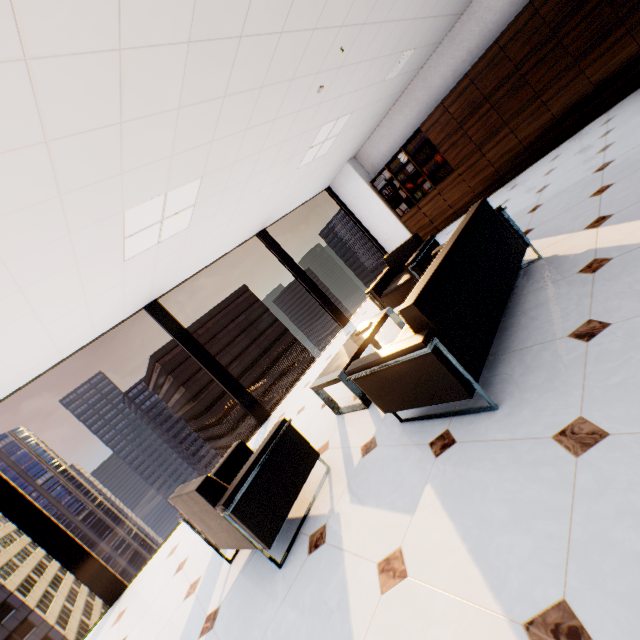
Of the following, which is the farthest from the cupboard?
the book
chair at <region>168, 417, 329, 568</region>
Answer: chair at <region>168, 417, 329, 568</region>

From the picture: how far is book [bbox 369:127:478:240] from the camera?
7.3m

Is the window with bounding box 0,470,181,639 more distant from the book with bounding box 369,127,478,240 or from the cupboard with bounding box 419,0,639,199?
the cupboard with bounding box 419,0,639,199

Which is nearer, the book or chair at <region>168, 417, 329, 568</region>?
chair at <region>168, 417, 329, 568</region>

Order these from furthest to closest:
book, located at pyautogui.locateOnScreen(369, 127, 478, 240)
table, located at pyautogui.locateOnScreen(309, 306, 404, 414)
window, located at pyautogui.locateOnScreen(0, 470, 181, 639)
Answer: book, located at pyautogui.locateOnScreen(369, 127, 478, 240) < window, located at pyautogui.locateOnScreen(0, 470, 181, 639) < table, located at pyautogui.locateOnScreen(309, 306, 404, 414)

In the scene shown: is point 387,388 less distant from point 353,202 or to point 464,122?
point 464,122

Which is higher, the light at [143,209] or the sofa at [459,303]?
the light at [143,209]

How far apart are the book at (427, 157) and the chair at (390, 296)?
3.5 meters
